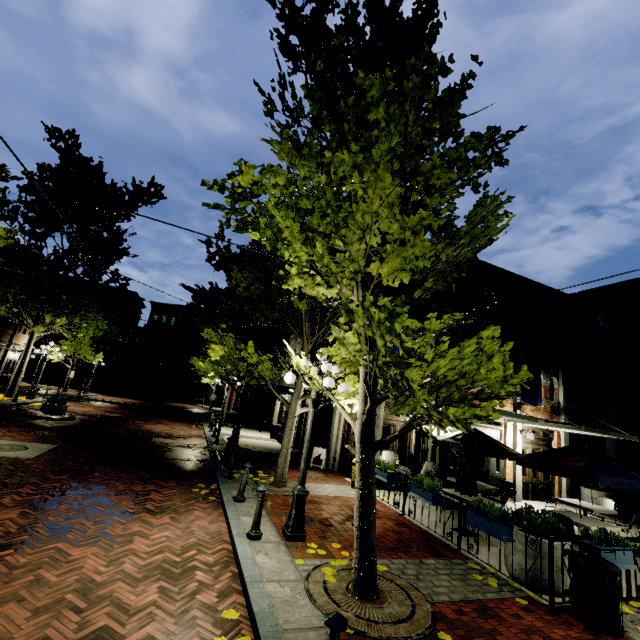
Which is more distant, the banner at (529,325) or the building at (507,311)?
the building at (507,311)

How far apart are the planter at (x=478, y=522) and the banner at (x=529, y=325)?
8.1m

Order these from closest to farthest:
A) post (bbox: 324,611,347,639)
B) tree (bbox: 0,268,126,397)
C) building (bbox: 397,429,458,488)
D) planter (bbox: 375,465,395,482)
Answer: Answer:
post (bbox: 324,611,347,639)
planter (bbox: 375,465,395,482)
building (bbox: 397,429,458,488)
tree (bbox: 0,268,126,397)

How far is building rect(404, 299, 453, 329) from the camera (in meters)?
12.81

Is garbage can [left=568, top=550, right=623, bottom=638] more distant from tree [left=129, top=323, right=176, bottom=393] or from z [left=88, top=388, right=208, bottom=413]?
z [left=88, top=388, right=208, bottom=413]

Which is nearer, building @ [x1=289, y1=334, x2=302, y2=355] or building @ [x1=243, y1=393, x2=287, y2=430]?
building @ [x1=289, y1=334, x2=302, y2=355]

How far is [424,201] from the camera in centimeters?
449cm
